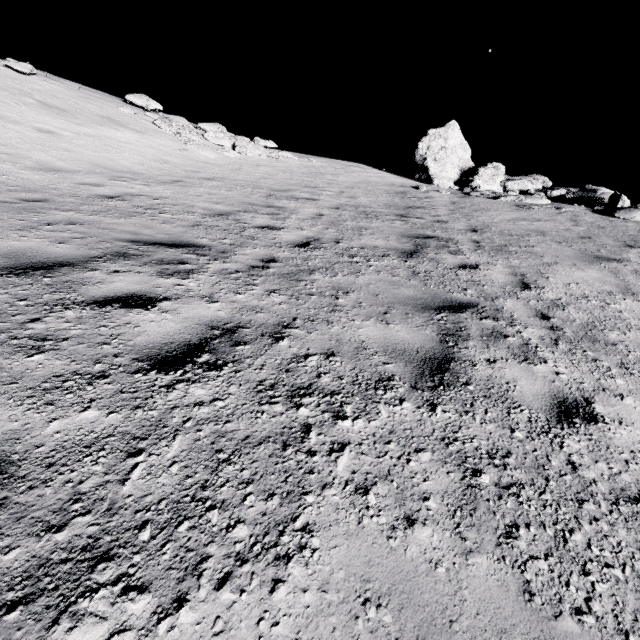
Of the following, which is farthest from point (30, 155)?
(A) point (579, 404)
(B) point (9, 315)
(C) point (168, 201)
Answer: (A) point (579, 404)

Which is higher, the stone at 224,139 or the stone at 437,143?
the stone at 437,143

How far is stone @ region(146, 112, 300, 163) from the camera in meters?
13.6 m

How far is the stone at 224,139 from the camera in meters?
13.6

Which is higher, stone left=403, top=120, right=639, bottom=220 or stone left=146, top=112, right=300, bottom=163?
stone left=403, top=120, right=639, bottom=220
